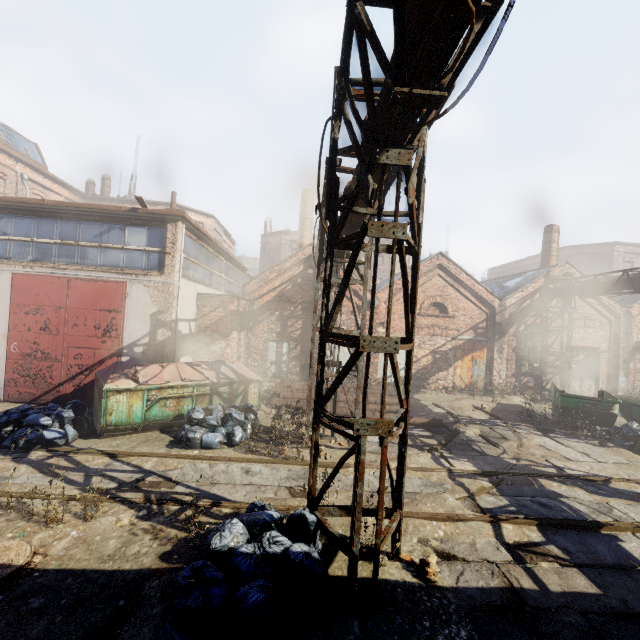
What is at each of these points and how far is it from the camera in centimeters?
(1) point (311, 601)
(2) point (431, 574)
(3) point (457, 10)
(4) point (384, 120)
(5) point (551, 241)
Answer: (1) trash bag, 347cm
(2) instancedfoliageactor, 428cm
(3) pipe, 242cm
(4) pipe, 387cm
(5) building, 1980cm

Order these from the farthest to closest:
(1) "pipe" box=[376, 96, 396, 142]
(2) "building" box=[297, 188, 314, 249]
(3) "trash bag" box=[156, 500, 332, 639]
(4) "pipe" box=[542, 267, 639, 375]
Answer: (2) "building" box=[297, 188, 314, 249]
(4) "pipe" box=[542, 267, 639, 375]
(1) "pipe" box=[376, 96, 396, 142]
(3) "trash bag" box=[156, 500, 332, 639]

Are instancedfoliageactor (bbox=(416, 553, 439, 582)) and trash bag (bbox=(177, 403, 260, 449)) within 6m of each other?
yes

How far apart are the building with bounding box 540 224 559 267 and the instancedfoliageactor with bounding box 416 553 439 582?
20.3m

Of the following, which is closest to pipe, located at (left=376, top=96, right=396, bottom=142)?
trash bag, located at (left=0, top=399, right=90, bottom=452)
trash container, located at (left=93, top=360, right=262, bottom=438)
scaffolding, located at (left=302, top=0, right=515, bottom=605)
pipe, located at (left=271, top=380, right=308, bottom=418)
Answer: scaffolding, located at (left=302, top=0, right=515, bottom=605)

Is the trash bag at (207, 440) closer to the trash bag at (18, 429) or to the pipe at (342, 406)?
the pipe at (342, 406)

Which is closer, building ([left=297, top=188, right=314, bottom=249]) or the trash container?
the trash container

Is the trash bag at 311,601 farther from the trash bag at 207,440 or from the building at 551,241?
the building at 551,241
